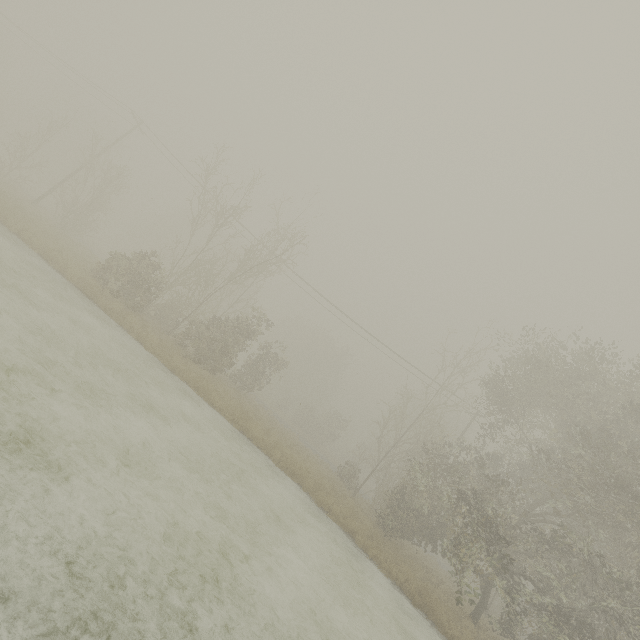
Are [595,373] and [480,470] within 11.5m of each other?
yes
